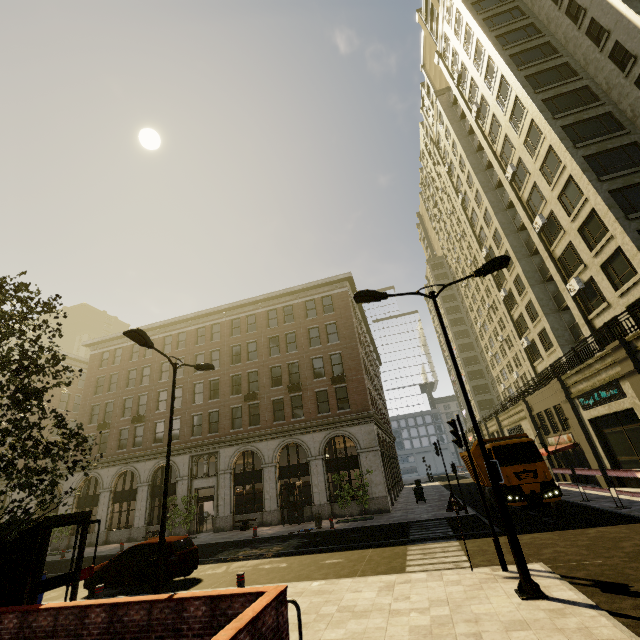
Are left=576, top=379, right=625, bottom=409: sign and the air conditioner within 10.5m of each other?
yes

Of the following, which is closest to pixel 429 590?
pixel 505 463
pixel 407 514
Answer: pixel 505 463

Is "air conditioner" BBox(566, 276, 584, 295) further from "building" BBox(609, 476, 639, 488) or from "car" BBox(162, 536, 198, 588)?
"car" BBox(162, 536, 198, 588)

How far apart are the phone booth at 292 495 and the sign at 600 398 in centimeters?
2020cm

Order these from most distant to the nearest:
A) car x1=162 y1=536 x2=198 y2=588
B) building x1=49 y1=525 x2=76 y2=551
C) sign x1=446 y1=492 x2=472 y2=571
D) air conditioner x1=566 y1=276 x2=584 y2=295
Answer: building x1=49 y1=525 x2=76 y2=551, air conditioner x1=566 y1=276 x2=584 y2=295, car x1=162 y1=536 x2=198 y2=588, sign x1=446 y1=492 x2=472 y2=571

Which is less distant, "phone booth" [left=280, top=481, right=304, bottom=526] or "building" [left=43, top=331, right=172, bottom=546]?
"phone booth" [left=280, top=481, right=304, bottom=526]

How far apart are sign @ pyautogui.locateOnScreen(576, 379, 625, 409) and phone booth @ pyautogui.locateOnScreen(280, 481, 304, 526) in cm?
2020

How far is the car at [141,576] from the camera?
11.3m
